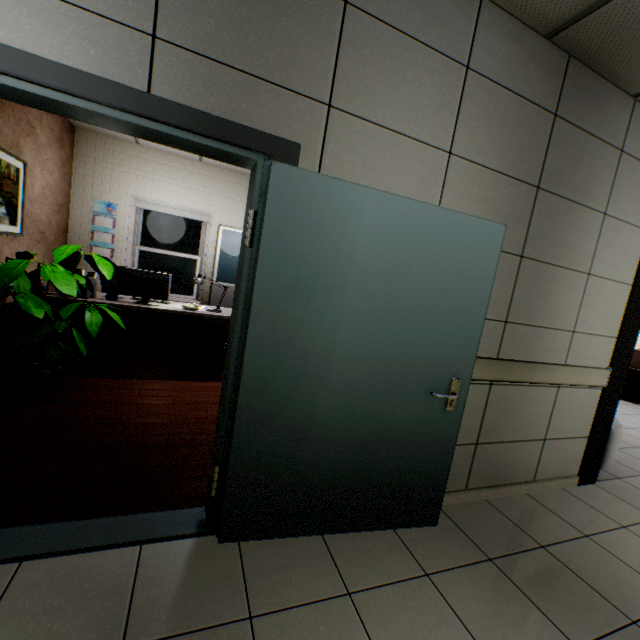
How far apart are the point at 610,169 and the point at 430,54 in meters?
1.8

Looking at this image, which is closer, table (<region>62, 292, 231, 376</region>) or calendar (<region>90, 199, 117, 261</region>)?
table (<region>62, 292, 231, 376</region>)

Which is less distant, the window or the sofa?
the sofa

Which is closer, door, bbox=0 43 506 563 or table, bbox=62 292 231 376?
door, bbox=0 43 506 563

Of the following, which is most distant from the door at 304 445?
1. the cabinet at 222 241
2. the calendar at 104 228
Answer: the calendar at 104 228

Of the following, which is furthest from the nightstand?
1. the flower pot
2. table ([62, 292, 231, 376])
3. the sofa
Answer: the sofa

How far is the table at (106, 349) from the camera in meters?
3.8

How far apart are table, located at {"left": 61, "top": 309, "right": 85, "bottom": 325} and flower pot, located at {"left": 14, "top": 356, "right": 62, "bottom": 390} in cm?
56
